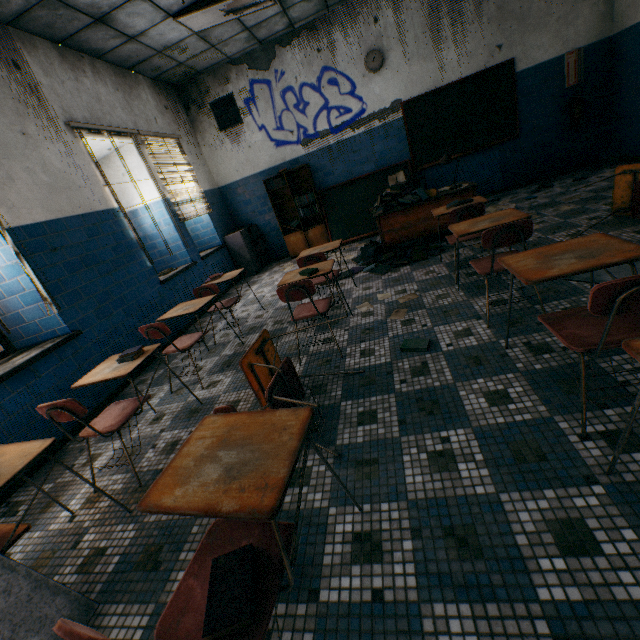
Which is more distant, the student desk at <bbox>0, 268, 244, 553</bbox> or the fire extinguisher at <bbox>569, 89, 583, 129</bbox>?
the fire extinguisher at <bbox>569, 89, 583, 129</bbox>

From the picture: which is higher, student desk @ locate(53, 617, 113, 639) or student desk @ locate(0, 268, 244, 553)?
student desk @ locate(53, 617, 113, 639)

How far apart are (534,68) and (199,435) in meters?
7.9 m

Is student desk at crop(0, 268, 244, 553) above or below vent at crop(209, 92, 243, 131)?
below

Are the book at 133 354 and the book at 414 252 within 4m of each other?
yes

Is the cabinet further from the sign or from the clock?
the sign

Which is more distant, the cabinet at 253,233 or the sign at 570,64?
the cabinet at 253,233

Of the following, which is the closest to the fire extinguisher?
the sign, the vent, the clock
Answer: the sign
